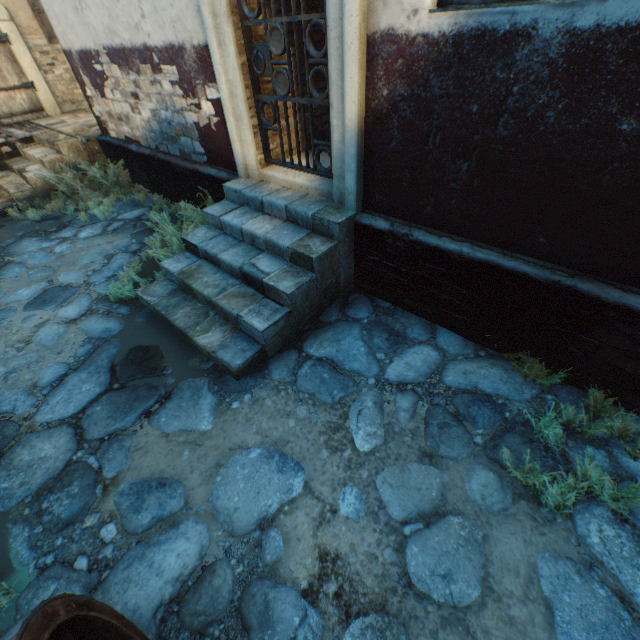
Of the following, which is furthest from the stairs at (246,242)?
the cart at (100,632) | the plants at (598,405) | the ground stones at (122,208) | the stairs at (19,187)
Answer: the stairs at (19,187)

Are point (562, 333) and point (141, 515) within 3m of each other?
no

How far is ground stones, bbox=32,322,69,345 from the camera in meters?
3.7

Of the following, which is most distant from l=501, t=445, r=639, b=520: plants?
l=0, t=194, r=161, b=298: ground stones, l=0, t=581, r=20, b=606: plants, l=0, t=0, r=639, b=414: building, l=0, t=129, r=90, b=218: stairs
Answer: l=0, t=129, r=90, b=218: stairs

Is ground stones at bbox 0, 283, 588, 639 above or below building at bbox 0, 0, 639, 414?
below

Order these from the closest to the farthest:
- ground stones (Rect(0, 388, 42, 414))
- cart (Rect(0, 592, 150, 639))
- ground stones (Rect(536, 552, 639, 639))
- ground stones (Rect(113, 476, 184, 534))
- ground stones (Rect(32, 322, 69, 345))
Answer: cart (Rect(0, 592, 150, 639)) → ground stones (Rect(536, 552, 639, 639)) → ground stones (Rect(113, 476, 184, 534)) → ground stones (Rect(0, 388, 42, 414)) → ground stones (Rect(32, 322, 69, 345))

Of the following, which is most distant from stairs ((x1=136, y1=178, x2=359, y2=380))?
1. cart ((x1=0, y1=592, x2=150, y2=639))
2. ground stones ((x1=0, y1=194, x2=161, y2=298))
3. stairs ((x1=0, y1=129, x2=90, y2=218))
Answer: stairs ((x1=0, y1=129, x2=90, y2=218))

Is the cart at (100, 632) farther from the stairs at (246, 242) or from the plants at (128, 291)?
the plants at (128, 291)
